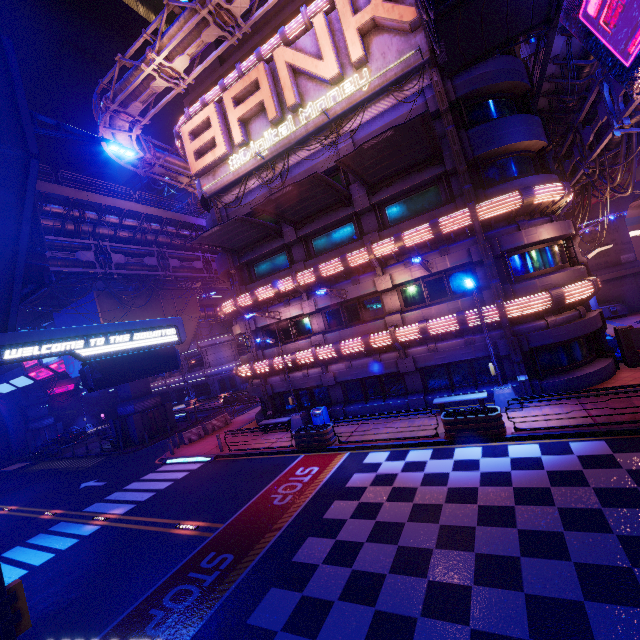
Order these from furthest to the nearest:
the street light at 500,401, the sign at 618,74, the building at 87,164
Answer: the building at 87,164
the street light at 500,401
the sign at 618,74

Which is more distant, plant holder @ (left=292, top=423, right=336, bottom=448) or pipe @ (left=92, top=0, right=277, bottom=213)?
pipe @ (left=92, top=0, right=277, bottom=213)

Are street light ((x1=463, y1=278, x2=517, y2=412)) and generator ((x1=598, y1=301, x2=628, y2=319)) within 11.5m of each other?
no

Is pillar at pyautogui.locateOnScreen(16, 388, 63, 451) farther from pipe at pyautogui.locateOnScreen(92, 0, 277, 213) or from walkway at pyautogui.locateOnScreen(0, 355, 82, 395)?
pipe at pyautogui.locateOnScreen(92, 0, 277, 213)

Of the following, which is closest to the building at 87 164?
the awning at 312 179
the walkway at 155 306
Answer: the walkway at 155 306

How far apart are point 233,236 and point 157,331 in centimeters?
1141cm

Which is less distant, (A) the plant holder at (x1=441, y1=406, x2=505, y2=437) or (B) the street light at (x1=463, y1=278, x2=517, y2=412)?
(A) the plant holder at (x1=441, y1=406, x2=505, y2=437)

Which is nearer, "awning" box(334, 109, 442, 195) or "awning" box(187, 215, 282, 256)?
"awning" box(334, 109, 442, 195)
